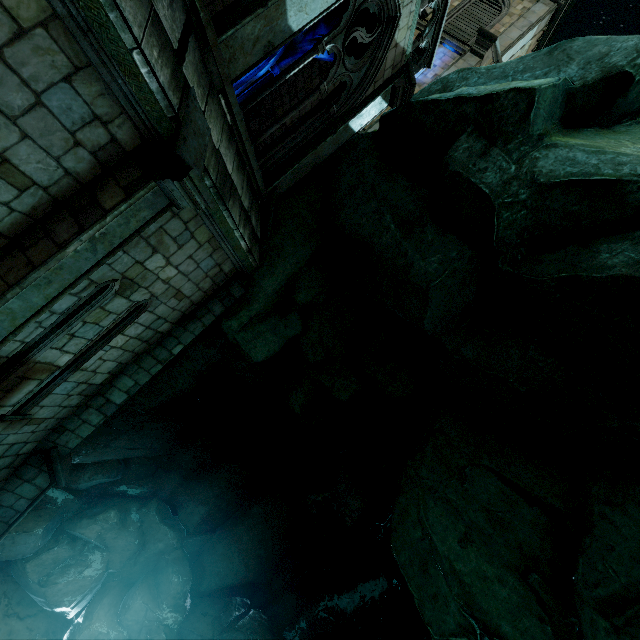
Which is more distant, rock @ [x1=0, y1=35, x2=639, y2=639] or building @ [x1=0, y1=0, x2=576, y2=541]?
rock @ [x1=0, y1=35, x2=639, y2=639]

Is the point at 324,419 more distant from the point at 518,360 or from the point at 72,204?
the point at 72,204

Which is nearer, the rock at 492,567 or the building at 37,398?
the building at 37,398
